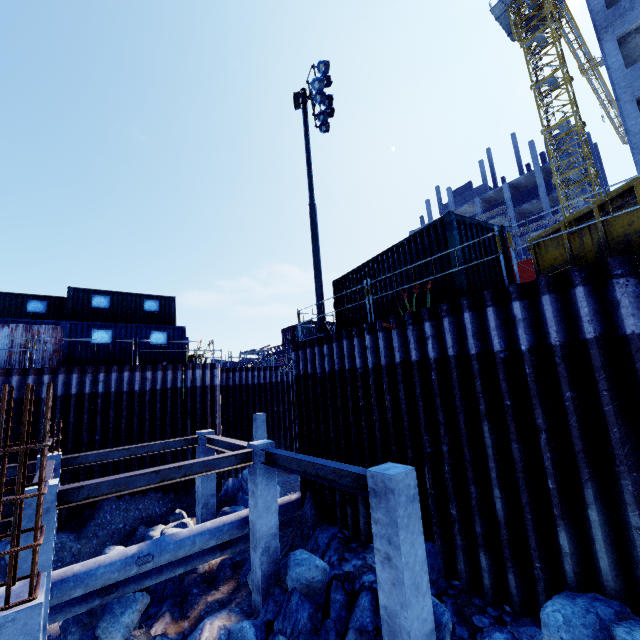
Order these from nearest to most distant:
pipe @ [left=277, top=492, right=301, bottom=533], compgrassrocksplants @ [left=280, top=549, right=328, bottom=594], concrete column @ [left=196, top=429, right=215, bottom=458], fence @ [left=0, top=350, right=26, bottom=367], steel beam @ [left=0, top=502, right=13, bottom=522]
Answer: steel beam @ [left=0, top=502, right=13, bottom=522]
compgrassrocksplants @ [left=280, top=549, right=328, bottom=594]
pipe @ [left=277, top=492, right=301, bottom=533]
concrete column @ [left=196, top=429, right=215, bottom=458]
fence @ [left=0, top=350, right=26, bottom=367]

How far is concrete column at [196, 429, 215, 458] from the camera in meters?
12.9 m

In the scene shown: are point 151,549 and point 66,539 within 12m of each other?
yes

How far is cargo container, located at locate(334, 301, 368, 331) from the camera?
11.7 meters

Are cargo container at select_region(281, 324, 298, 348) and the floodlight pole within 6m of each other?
no

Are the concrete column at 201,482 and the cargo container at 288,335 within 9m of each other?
no

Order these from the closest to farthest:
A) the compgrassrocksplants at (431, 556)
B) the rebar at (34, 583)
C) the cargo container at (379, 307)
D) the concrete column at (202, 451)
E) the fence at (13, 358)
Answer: the rebar at (34, 583) < the compgrassrocksplants at (431, 556) < the cargo container at (379, 307) < the concrete column at (202, 451) < the fence at (13, 358)

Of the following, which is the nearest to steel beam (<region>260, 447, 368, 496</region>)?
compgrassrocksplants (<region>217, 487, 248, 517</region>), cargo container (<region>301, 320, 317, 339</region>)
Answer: compgrassrocksplants (<region>217, 487, 248, 517</region>)
